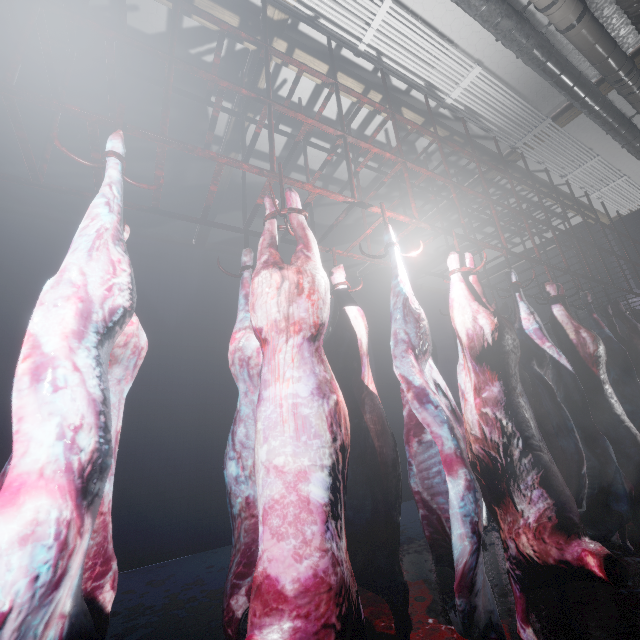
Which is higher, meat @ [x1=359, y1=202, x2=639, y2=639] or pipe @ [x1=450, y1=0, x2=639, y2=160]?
pipe @ [x1=450, y1=0, x2=639, y2=160]

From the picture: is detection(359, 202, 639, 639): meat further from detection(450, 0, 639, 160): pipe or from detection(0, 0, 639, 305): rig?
detection(450, 0, 639, 160): pipe

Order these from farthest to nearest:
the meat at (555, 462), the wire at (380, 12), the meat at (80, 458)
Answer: the wire at (380, 12) → the meat at (555, 462) → the meat at (80, 458)

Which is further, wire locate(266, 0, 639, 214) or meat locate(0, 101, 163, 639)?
wire locate(266, 0, 639, 214)

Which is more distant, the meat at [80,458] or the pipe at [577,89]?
the pipe at [577,89]

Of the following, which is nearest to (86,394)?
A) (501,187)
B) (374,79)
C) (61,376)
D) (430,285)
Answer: (61,376)

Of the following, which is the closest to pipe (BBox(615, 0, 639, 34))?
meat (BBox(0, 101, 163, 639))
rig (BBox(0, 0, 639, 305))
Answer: rig (BBox(0, 0, 639, 305))

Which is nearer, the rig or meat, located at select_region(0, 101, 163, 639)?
meat, located at select_region(0, 101, 163, 639)
